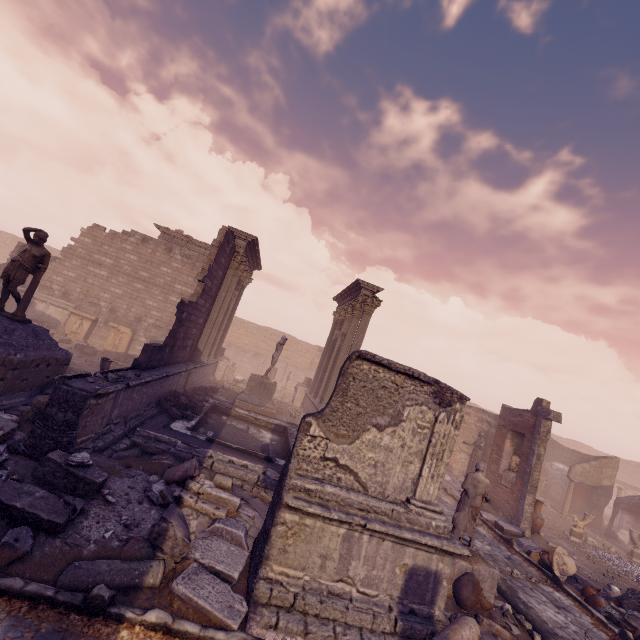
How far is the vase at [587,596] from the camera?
8.10m

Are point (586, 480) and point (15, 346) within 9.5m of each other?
no

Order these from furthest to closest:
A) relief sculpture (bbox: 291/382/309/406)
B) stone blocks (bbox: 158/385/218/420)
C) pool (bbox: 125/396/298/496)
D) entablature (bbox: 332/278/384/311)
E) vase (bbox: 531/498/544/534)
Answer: relief sculpture (bbox: 291/382/309/406), entablature (bbox: 332/278/384/311), vase (bbox: 531/498/544/534), stone blocks (bbox: 158/385/218/420), pool (bbox: 125/396/298/496)

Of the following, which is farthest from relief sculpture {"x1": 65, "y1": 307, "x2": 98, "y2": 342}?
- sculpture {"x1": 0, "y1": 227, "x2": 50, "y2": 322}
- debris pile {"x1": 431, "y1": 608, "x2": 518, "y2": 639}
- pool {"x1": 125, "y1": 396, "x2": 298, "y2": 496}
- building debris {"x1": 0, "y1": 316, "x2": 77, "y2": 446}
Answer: debris pile {"x1": 431, "y1": 608, "x2": 518, "y2": 639}

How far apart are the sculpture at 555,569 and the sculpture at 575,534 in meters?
6.0

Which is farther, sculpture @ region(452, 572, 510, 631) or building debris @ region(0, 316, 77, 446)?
building debris @ region(0, 316, 77, 446)

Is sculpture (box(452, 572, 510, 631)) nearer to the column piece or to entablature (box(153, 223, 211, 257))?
the column piece

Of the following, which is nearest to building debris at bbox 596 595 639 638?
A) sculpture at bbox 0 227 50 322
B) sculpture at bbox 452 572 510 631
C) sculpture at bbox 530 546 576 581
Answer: sculpture at bbox 530 546 576 581
